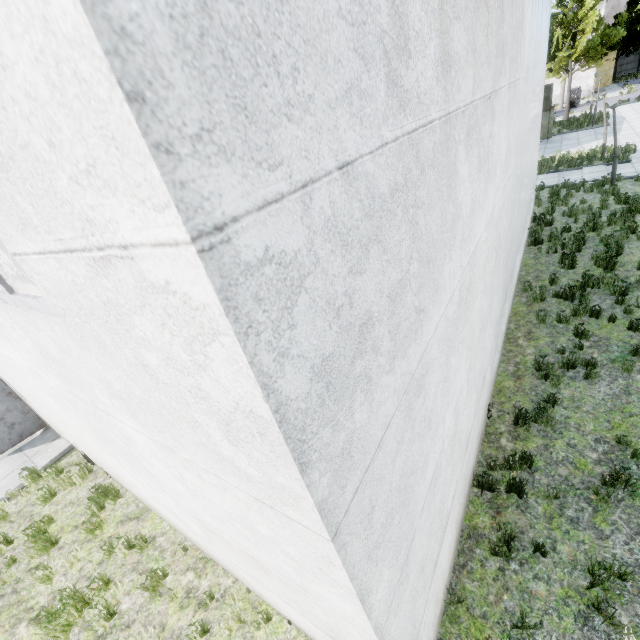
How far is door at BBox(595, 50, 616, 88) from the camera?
43.2 meters

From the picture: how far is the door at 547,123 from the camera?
24.0 meters

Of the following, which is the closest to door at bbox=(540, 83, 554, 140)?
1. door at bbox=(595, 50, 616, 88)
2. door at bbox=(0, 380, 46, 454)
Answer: door at bbox=(595, 50, 616, 88)

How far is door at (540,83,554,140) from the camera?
24.0m

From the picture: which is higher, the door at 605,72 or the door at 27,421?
the door at 605,72

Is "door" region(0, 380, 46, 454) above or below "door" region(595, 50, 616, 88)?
below

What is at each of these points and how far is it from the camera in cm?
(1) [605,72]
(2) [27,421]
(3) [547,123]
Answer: (1) door, 4403
(2) door, 913
(3) door, 2544
